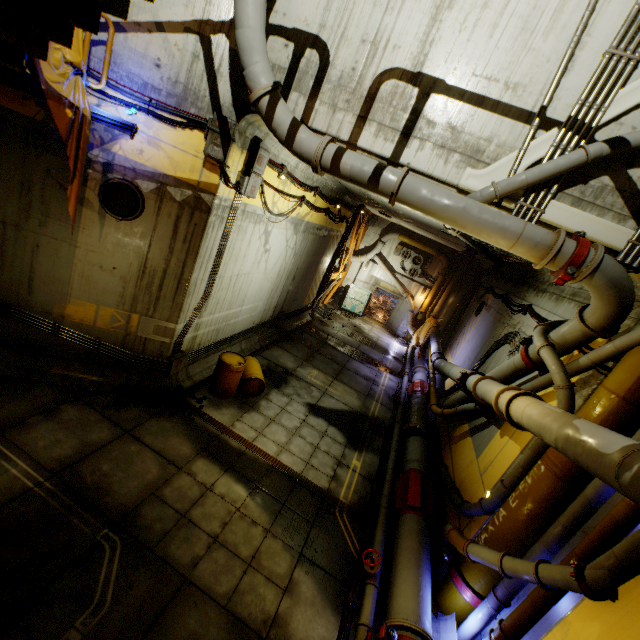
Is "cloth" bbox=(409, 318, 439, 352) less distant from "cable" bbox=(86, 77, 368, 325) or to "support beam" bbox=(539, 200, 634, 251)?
"cable" bbox=(86, 77, 368, 325)

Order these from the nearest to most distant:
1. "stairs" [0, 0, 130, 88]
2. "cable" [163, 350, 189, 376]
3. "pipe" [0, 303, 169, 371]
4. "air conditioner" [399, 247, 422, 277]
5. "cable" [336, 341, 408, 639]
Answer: "stairs" [0, 0, 130, 88] → "cable" [336, 341, 408, 639] → "pipe" [0, 303, 169, 371] → "cable" [163, 350, 189, 376] → "air conditioner" [399, 247, 422, 277]

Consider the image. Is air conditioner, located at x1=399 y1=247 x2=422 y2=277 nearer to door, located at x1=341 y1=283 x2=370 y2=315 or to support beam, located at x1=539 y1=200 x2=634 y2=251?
door, located at x1=341 y1=283 x2=370 y2=315

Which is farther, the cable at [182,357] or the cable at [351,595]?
the cable at [182,357]

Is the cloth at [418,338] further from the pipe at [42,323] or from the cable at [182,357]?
the pipe at [42,323]

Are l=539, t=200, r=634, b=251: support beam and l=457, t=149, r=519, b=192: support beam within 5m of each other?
yes

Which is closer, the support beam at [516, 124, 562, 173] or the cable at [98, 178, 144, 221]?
the support beam at [516, 124, 562, 173]

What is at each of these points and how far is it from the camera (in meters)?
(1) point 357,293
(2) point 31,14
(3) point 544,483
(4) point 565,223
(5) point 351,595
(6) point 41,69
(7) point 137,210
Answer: (1) door, 23.92
(2) stairs, 3.42
(3) pipe, 5.20
(4) support beam, 5.03
(5) cable, 5.82
(6) cloth, 4.66
(7) cable, 6.74
